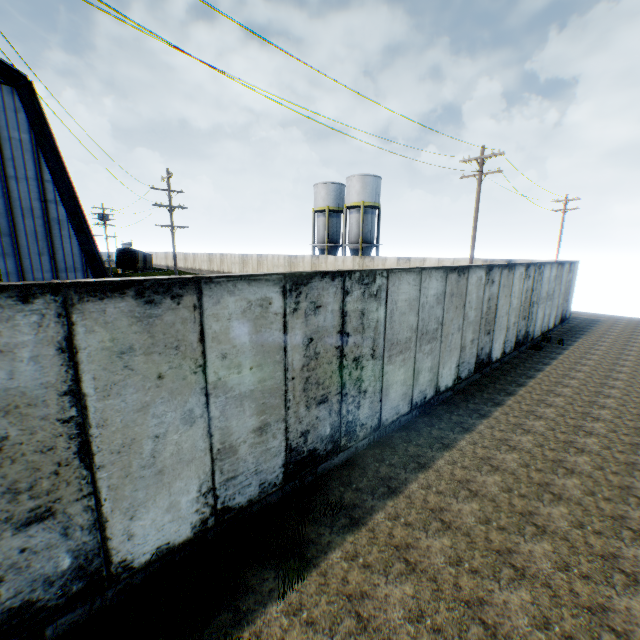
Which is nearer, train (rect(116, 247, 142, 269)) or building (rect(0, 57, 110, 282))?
building (rect(0, 57, 110, 282))

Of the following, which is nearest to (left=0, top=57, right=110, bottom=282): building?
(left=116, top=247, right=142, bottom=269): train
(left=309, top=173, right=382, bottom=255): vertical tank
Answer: (left=116, top=247, right=142, bottom=269): train

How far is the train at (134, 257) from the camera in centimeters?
5500cm

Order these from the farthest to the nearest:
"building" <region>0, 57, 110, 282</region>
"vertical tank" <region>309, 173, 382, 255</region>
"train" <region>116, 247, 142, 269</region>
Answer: "train" <region>116, 247, 142, 269</region>, "vertical tank" <region>309, 173, 382, 255</region>, "building" <region>0, 57, 110, 282</region>

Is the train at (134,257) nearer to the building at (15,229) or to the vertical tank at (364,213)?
the building at (15,229)

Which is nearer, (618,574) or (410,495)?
(618,574)

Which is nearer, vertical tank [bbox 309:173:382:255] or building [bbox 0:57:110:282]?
building [bbox 0:57:110:282]
